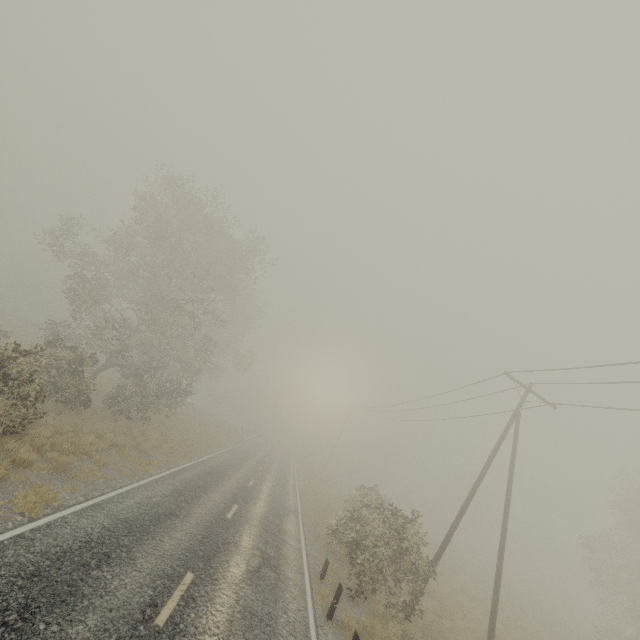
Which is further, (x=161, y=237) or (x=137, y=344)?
(x=137, y=344)

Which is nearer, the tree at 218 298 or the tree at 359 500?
the tree at 359 500

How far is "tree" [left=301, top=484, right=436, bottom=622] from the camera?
12.4 meters

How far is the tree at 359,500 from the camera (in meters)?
12.38

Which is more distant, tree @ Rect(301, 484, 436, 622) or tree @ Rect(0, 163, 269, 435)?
tree @ Rect(0, 163, 269, 435)
